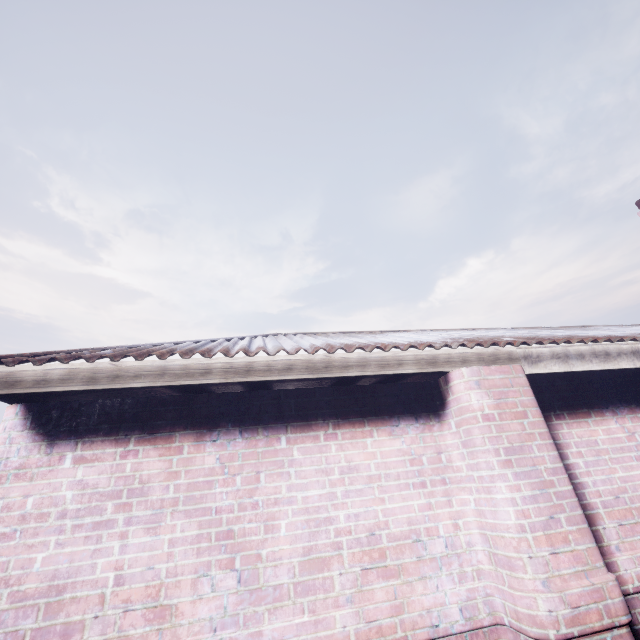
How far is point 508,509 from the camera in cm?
192
